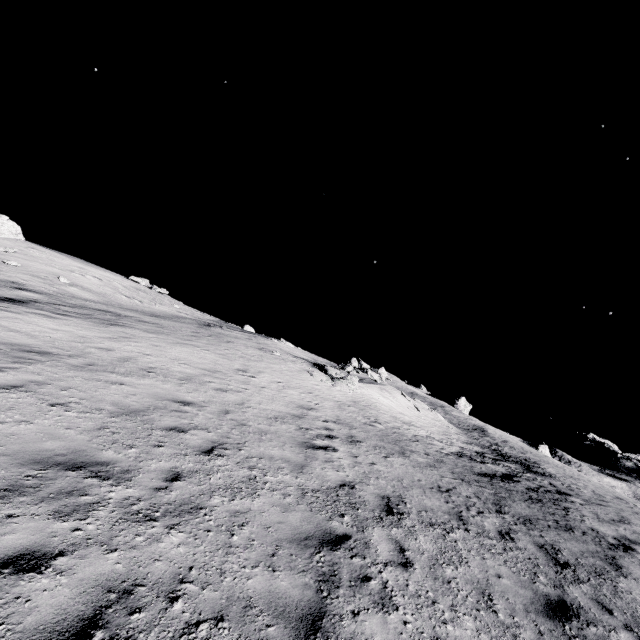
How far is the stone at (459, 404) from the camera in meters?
54.7

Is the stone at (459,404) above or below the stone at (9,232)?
above

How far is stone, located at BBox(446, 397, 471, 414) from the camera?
54.69m

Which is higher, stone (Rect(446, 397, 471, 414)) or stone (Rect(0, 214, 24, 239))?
stone (Rect(446, 397, 471, 414))

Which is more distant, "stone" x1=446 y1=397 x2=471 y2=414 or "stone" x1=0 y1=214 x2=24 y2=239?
"stone" x1=446 y1=397 x2=471 y2=414

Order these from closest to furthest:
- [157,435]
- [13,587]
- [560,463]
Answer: [13,587], [157,435], [560,463]
